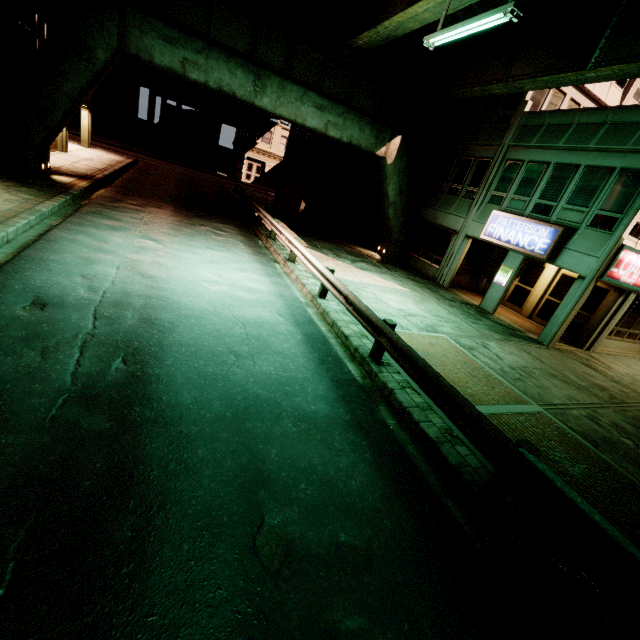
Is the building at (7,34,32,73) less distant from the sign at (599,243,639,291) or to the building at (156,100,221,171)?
the building at (156,100,221,171)

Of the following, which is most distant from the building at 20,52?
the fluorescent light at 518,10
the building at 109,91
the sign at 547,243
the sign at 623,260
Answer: the sign at 623,260

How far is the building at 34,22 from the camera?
→ 14.1m

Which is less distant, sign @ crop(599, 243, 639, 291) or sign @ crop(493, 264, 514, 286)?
sign @ crop(599, 243, 639, 291)

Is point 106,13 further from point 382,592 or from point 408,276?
point 382,592

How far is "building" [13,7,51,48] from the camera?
14.1m

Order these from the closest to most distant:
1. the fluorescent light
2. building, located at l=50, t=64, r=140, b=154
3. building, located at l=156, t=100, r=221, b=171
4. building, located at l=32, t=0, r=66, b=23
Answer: the fluorescent light → building, located at l=32, t=0, r=66, b=23 → building, located at l=50, t=64, r=140, b=154 → building, located at l=156, t=100, r=221, b=171

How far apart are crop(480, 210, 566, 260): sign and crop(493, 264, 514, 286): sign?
1.0m
